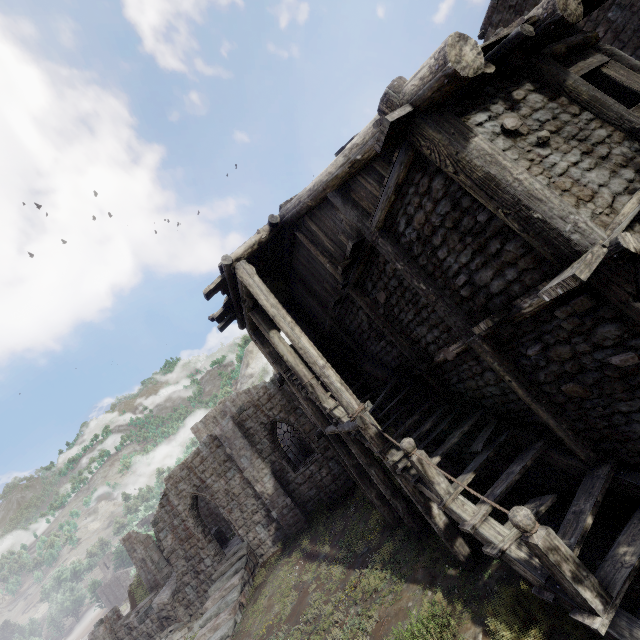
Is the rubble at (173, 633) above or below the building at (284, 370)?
below

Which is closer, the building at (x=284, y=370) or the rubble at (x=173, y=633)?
the building at (x=284, y=370)

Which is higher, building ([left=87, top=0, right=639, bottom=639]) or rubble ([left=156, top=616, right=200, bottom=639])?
building ([left=87, top=0, right=639, bottom=639])

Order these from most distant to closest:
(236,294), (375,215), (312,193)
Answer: (236,294)
(312,193)
(375,215)

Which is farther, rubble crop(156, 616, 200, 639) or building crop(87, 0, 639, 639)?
rubble crop(156, 616, 200, 639)
